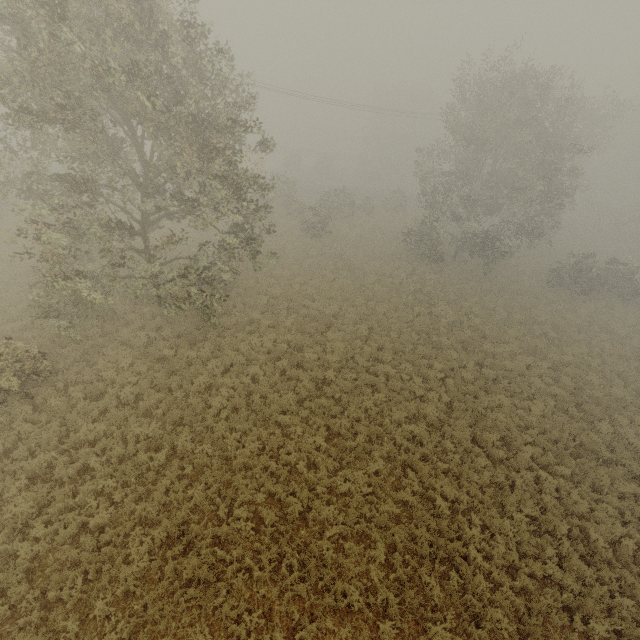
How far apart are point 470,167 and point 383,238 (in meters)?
9.34
